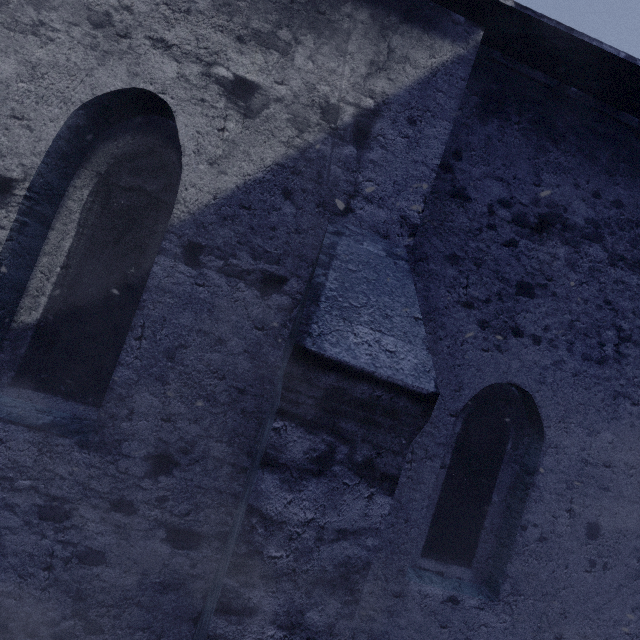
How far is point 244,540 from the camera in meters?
1.4 m
